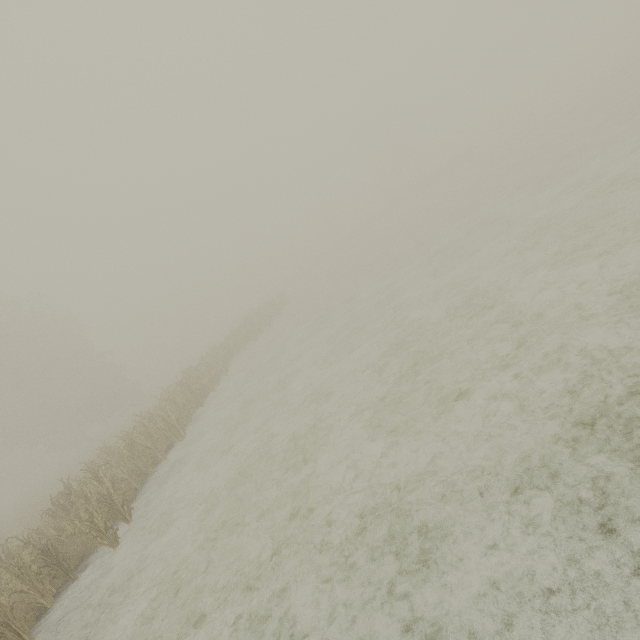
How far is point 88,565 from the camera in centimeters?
901cm
